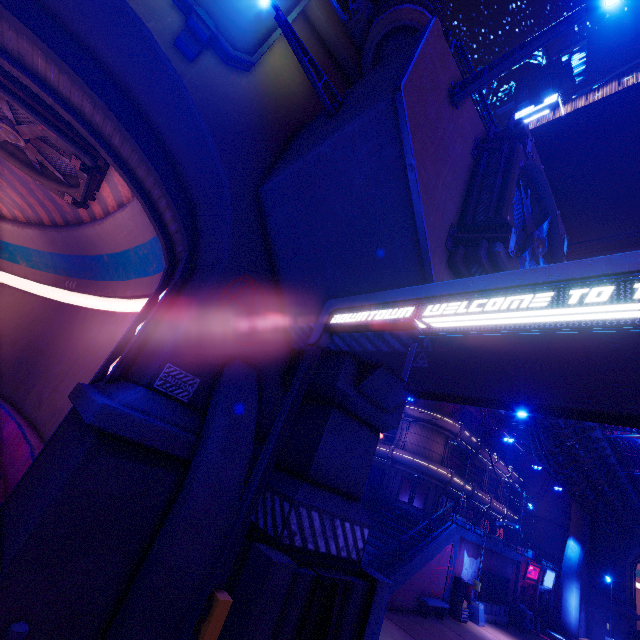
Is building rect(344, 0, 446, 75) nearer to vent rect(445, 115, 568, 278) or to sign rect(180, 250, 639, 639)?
vent rect(445, 115, 568, 278)

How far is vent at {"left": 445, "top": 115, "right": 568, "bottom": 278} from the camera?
6.1 meters

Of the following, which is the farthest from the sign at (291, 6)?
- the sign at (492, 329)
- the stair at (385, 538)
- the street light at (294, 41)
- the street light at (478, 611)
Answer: the street light at (478, 611)

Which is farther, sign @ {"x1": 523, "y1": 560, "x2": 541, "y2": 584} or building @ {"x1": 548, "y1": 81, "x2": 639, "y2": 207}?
building @ {"x1": 548, "y1": 81, "x2": 639, "y2": 207}

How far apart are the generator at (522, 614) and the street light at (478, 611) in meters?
5.7 m

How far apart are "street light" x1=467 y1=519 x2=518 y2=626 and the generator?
5.7m

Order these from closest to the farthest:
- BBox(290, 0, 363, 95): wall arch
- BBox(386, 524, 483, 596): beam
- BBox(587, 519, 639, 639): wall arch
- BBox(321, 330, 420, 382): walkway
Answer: BBox(321, 330, 420, 382): walkway, BBox(290, 0, 363, 95): wall arch, BBox(386, 524, 483, 596): beam, BBox(587, 519, 639, 639): wall arch

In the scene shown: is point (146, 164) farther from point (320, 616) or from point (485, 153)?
point (320, 616)
